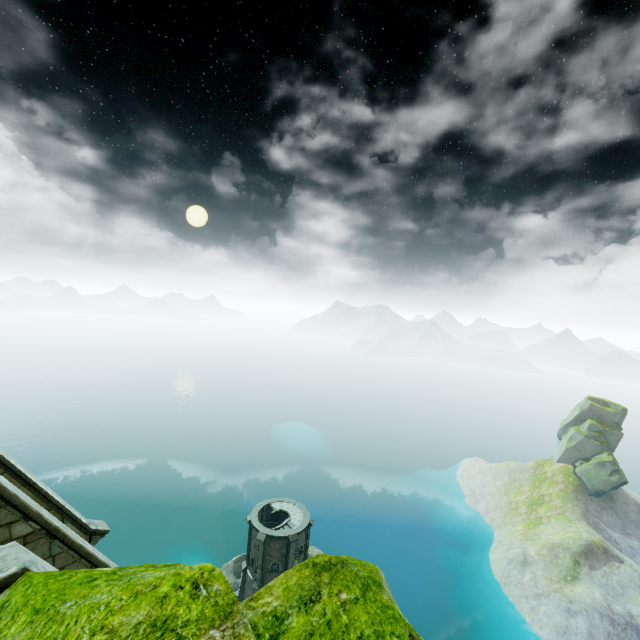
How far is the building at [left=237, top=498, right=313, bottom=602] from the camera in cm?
3428

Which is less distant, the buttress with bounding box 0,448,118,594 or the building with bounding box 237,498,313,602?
the buttress with bounding box 0,448,118,594

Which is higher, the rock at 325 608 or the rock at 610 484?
the rock at 325 608

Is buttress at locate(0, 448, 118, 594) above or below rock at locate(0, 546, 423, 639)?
below

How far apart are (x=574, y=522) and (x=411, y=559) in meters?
28.5

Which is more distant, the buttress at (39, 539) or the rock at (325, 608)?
the buttress at (39, 539)

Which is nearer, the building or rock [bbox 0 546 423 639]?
rock [bbox 0 546 423 639]

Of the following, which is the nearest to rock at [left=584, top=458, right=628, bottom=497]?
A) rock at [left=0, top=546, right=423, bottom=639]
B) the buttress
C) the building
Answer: the building
